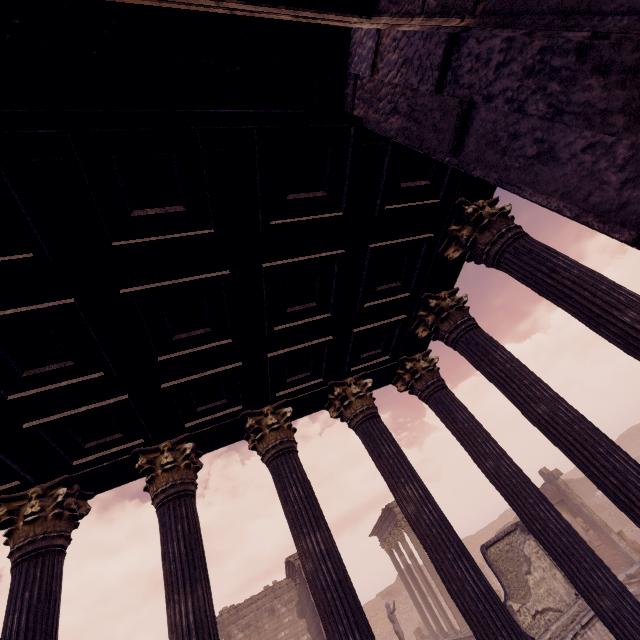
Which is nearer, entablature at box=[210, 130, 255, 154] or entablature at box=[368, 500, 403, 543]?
entablature at box=[210, 130, 255, 154]

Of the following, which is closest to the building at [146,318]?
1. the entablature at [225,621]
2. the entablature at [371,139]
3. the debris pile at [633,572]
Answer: the entablature at [371,139]

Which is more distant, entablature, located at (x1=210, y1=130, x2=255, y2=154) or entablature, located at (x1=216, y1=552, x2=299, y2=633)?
entablature, located at (x1=216, y1=552, x2=299, y2=633)

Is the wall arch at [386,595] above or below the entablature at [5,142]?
below

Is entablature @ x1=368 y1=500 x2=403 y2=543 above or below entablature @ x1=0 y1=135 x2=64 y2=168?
above

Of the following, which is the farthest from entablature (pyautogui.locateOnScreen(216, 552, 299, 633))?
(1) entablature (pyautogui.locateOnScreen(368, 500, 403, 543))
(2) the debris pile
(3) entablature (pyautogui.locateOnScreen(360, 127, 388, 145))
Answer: (3) entablature (pyautogui.locateOnScreen(360, 127, 388, 145))

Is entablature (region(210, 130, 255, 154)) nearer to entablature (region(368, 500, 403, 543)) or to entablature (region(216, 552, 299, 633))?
entablature (region(216, 552, 299, 633))

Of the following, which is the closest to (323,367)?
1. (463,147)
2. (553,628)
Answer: (463,147)
